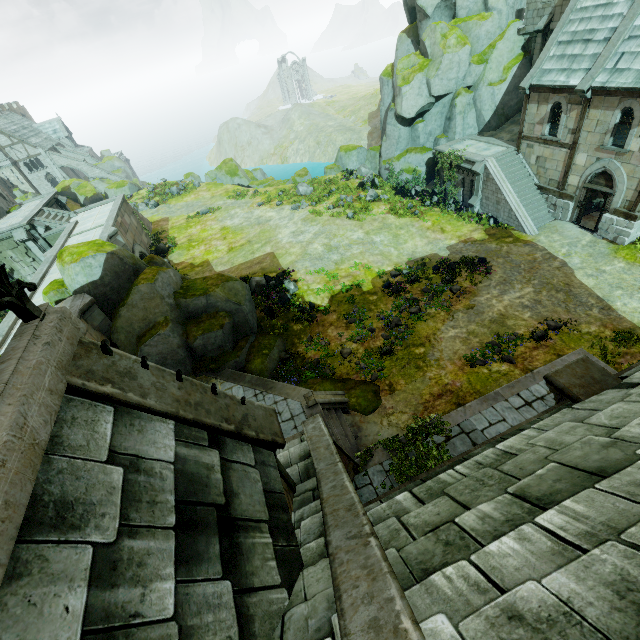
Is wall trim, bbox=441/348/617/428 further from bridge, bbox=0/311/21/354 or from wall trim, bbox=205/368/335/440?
bridge, bbox=0/311/21/354

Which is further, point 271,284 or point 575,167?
point 271,284

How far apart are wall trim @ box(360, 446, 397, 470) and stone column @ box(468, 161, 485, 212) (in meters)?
20.01

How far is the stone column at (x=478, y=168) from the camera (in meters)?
22.42

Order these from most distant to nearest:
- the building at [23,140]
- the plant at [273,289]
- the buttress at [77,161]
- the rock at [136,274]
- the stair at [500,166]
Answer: the buttress at [77,161]
the building at [23,140]
the stair at [500,166]
the plant at [273,289]
the rock at [136,274]

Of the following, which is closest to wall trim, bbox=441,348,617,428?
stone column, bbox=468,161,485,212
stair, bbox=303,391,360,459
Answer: stair, bbox=303,391,360,459

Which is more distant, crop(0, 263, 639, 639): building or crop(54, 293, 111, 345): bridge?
crop(54, 293, 111, 345): bridge

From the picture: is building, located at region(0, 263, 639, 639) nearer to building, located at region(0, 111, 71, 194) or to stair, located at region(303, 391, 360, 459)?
stair, located at region(303, 391, 360, 459)
